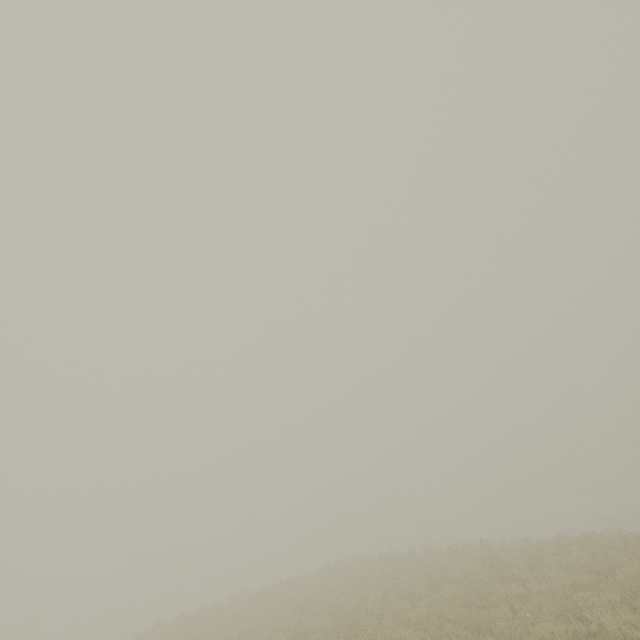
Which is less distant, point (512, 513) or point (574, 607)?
point (574, 607)
